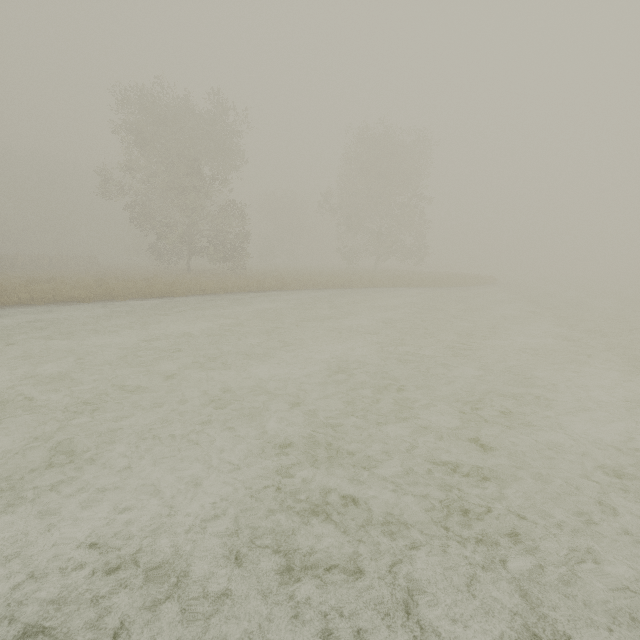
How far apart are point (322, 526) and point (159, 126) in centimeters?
2728cm
